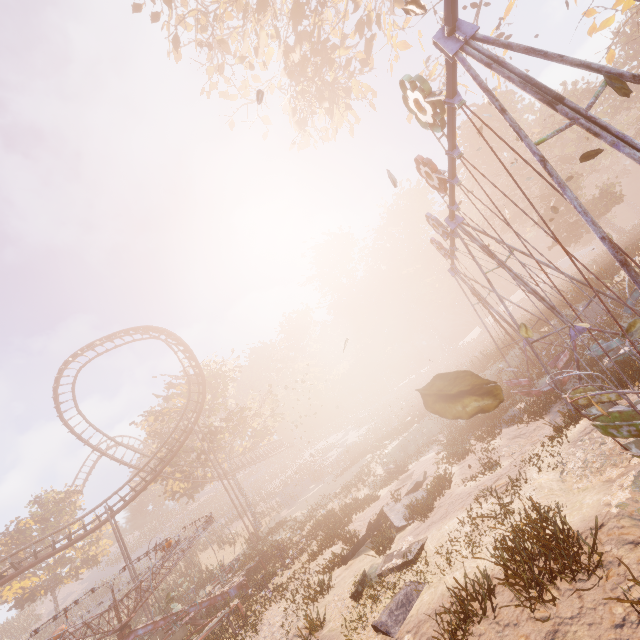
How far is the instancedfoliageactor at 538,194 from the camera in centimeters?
3073cm

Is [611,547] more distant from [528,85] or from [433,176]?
[433,176]

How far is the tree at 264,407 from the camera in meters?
34.9

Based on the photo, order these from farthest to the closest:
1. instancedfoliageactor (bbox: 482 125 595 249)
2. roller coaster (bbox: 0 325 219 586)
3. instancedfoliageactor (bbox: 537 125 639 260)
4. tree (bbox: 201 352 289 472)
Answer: tree (bbox: 201 352 289 472) → instancedfoliageactor (bbox: 482 125 595 249) → instancedfoliageactor (bbox: 537 125 639 260) → roller coaster (bbox: 0 325 219 586)

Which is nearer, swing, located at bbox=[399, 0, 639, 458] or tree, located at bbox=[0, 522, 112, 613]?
swing, located at bbox=[399, 0, 639, 458]

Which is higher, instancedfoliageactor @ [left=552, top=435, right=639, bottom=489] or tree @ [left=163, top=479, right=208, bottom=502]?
tree @ [left=163, top=479, right=208, bottom=502]

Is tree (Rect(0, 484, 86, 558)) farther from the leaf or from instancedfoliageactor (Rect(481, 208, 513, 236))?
the leaf

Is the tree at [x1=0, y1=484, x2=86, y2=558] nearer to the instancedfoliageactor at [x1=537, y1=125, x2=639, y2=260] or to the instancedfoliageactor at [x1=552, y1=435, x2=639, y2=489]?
the instancedfoliageactor at [x1=537, y1=125, x2=639, y2=260]
